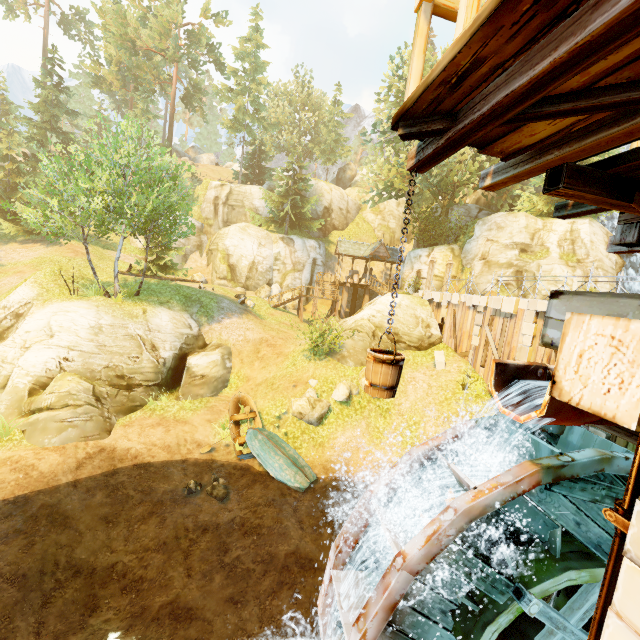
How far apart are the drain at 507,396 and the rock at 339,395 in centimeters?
1153cm

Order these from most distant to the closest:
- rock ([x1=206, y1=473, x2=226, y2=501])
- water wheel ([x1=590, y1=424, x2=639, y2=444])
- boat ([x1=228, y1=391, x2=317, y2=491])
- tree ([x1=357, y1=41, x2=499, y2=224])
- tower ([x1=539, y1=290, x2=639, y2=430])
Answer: tree ([x1=357, y1=41, x2=499, y2=224]) → boat ([x1=228, y1=391, x2=317, y2=491]) → rock ([x1=206, y1=473, x2=226, y2=501]) → water wheel ([x1=590, y1=424, x2=639, y2=444]) → tower ([x1=539, y1=290, x2=639, y2=430])

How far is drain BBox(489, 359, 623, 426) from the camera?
4.0m

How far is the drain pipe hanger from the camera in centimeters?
223cm

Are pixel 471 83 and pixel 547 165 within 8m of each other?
yes

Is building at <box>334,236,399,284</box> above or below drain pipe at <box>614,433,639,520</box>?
above

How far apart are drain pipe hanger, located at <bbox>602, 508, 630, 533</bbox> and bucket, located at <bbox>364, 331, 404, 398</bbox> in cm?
179

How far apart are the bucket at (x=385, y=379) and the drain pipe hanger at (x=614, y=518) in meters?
1.8 m
